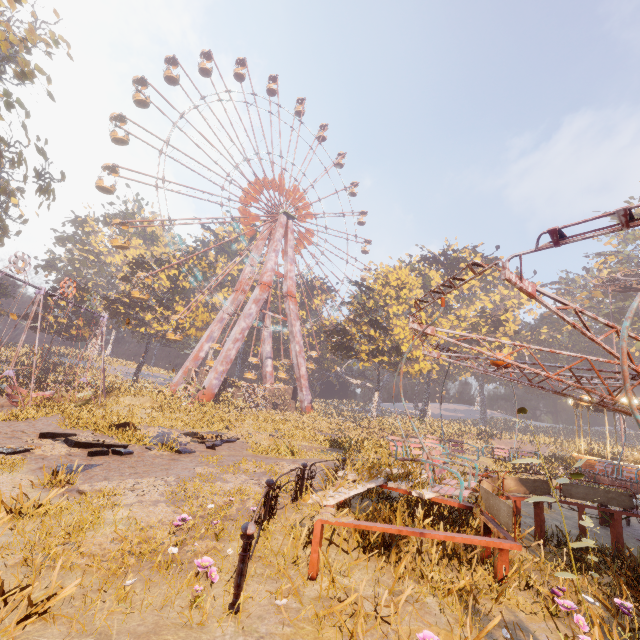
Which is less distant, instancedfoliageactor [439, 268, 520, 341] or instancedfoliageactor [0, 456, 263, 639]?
instancedfoliageactor [0, 456, 263, 639]

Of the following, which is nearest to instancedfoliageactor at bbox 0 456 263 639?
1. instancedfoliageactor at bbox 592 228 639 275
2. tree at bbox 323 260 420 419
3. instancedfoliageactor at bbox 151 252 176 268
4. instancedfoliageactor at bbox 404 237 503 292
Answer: instancedfoliageactor at bbox 151 252 176 268

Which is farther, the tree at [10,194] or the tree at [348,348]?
the tree at [348,348]

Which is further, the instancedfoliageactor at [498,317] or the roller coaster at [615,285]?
the instancedfoliageactor at [498,317]

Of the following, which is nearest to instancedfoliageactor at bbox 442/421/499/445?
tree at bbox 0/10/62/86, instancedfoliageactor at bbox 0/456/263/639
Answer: instancedfoliageactor at bbox 0/456/263/639

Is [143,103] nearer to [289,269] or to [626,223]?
[289,269]

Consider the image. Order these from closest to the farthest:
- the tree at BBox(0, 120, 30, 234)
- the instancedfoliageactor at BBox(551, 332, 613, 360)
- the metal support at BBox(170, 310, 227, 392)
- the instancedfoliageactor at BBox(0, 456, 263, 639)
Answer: the instancedfoliageactor at BBox(0, 456, 263, 639) < the tree at BBox(0, 120, 30, 234) < the metal support at BBox(170, 310, 227, 392) < the instancedfoliageactor at BBox(551, 332, 613, 360)

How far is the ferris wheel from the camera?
33.6m
